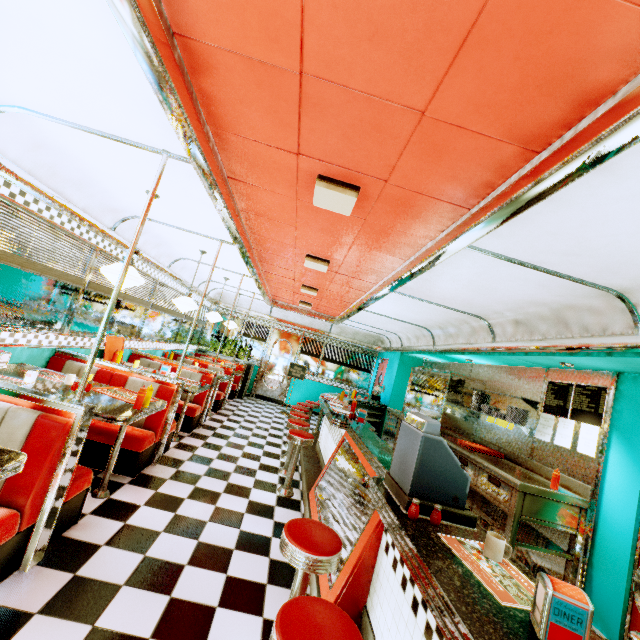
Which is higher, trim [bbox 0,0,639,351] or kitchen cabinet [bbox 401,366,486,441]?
trim [bbox 0,0,639,351]

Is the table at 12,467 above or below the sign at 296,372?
below

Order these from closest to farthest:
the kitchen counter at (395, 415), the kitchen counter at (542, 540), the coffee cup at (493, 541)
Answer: the coffee cup at (493, 541), the kitchen counter at (542, 540), the kitchen counter at (395, 415)

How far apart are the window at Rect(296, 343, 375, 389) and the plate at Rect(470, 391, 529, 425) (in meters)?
5.69

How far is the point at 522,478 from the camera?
3.83m

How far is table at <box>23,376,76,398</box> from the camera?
2.9 meters

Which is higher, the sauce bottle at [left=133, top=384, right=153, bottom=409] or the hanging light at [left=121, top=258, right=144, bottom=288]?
the hanging light at [left=121, top=258, right=144, bottom=288]

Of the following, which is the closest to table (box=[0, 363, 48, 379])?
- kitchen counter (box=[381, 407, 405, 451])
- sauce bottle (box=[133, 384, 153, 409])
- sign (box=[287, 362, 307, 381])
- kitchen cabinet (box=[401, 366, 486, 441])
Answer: sauce bottle (box=[133, 384, 153, 409])
